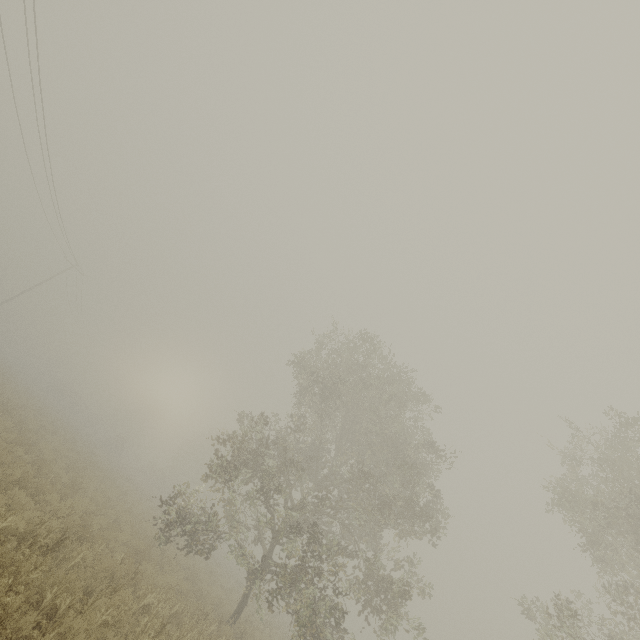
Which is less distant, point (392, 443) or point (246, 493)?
point (246, 493)
